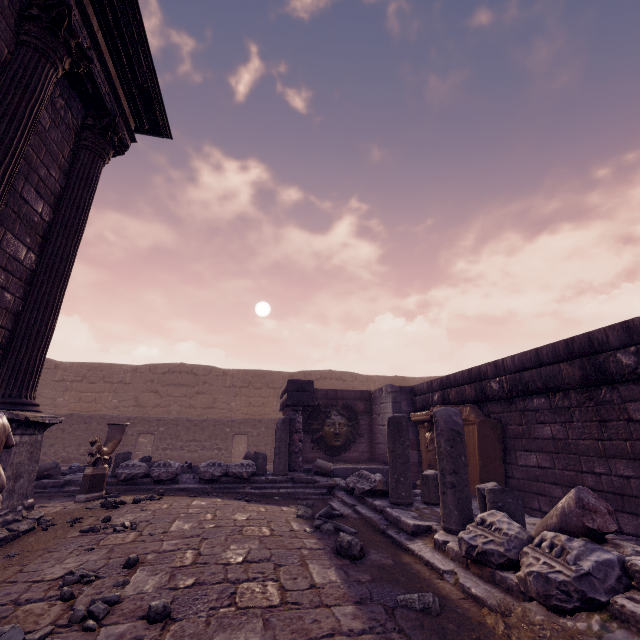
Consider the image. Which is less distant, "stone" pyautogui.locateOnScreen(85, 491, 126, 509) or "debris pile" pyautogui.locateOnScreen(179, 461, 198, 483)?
"stone" pyautogui.locateOnScreen(85, 491, 126, 509)

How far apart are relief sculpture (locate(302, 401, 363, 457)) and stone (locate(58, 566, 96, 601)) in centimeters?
809cm

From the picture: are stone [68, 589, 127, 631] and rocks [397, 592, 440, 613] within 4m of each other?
yes

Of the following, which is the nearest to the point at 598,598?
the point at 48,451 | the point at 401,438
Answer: the point at 401,438

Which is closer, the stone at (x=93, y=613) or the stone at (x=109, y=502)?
the stone at (x=93, y=613)

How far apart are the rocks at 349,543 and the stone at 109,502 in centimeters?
295cm

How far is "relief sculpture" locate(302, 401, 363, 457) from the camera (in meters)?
10.56

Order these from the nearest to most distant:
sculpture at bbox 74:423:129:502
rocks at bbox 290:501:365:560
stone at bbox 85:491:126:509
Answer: rocks at bbox 290:501:365:560, stone at bbox 85:491:126:509, sculpture at bbox 74:423:129:502
